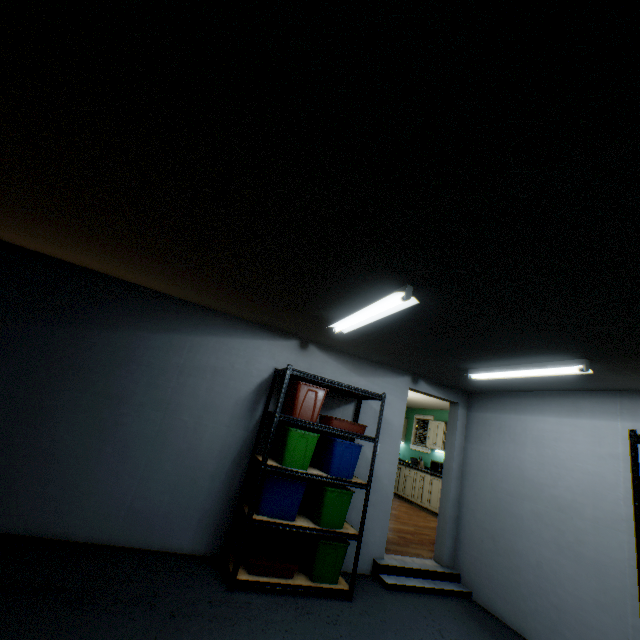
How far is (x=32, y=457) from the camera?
2.93m

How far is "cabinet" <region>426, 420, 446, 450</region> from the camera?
8.07m

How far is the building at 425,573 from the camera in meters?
3.6 m

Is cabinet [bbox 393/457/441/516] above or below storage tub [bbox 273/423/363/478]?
below

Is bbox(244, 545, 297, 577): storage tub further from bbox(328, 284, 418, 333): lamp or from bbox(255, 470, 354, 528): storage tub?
bbox(328, 284, 418, 333): lamp

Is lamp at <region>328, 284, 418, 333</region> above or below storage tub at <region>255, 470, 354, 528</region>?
above

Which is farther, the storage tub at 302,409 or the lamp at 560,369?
the storage tub at 302,409

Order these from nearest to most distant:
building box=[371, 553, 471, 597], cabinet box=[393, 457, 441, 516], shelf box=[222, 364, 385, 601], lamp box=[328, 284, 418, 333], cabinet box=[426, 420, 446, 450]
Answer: lamp box=[328, 284, 418, 333]
shelf box=[222, 364, 385, 601]
building box=[371, 553, 471, 597]
cabinet box=[393, 457, 441, 516]
cabinet box=[426, 420, 446, 450]
